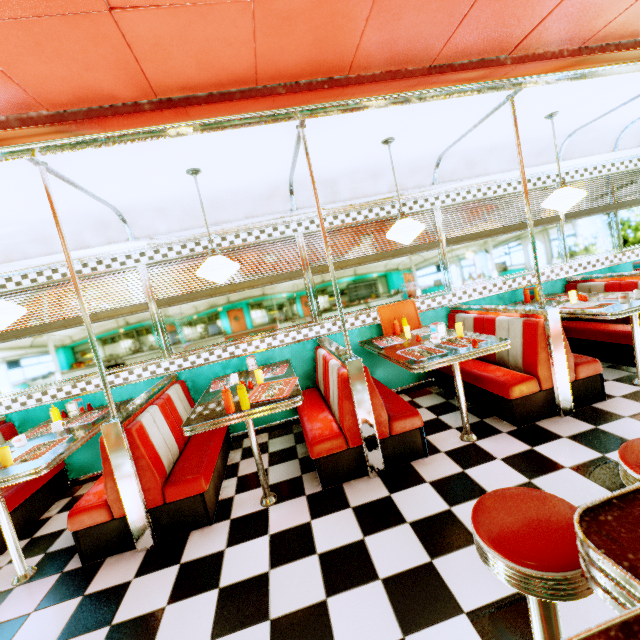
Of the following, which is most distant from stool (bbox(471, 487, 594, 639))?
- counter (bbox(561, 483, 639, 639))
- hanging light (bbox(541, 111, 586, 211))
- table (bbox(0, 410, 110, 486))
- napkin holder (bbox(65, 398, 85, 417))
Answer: napkin holder (bbox(65, 398, 85, 417))

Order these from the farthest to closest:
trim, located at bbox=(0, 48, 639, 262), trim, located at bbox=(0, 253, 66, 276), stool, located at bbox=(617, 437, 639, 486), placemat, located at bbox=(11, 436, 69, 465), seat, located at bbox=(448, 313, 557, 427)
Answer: trim, located at bbox=(0, 253, 66, 276)
seat, located at bbox=(448, 313, 557, 427)
placemat, located at bbox=(11, 436, 69, 465)
trim, located at bbox=(0, 48, 639, 262)
stool, located at bbox=(617, 437, 639, 486)

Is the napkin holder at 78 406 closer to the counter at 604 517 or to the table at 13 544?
the table at 13 544

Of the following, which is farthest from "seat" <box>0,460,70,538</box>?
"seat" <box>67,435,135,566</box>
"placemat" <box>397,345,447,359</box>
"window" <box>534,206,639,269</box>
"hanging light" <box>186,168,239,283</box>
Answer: "placemat" <box>397,345,447,359</box>

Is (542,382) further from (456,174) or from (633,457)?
(456,174)

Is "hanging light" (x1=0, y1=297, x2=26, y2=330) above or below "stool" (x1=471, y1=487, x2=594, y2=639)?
above

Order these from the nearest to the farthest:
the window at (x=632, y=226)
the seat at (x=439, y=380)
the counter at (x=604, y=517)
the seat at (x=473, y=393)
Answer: the counter at (x=604, y=517) → the seat at (x=473, y=393) → the seat at (x=439, y=380) → the window at (x=632, y=226)

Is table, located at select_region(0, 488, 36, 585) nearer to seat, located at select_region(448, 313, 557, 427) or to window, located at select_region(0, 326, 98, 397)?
window, located at select_region(0, 326, 98, 397)
